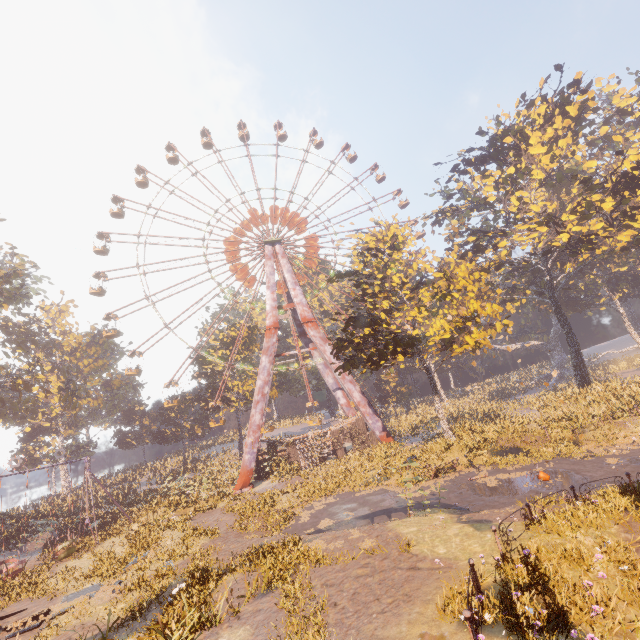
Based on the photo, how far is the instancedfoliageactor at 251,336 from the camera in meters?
47.8

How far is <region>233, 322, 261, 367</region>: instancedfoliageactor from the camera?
47.8 meters

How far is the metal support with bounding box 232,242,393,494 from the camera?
31.58m

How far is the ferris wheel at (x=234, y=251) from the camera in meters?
38.4 m

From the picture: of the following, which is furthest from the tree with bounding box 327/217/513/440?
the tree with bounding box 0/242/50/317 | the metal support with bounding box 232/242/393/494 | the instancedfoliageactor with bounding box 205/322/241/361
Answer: the tree with bounding box 0/242/50/317

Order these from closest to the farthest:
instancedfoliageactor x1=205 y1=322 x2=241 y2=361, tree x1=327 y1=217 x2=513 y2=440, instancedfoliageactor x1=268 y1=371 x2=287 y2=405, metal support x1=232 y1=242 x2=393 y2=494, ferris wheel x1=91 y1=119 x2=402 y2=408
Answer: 1. tree x1=327 y1=217 x2=513 y2=440
2. metal support x1=232 y1=242 x2=393 y2=494
3. ferris wheel x1=91 y1=119 x2=402 y2=408
4. instancedfoliageactor x1=268 y1=371 x2=287 y2=405
5. instancedfoliageactor x1=205 y1=322 x2=241 y2=361

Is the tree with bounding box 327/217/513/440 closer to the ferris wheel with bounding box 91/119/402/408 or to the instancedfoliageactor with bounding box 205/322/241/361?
the ferris wheel with bounding box 91/119/402/408

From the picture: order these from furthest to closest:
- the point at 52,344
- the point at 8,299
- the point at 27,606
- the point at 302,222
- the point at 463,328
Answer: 1. the point at 52,344
2. the point at 302,222
3. the point at 8,299
4. the point at 463,328
5. the point at 27,606
